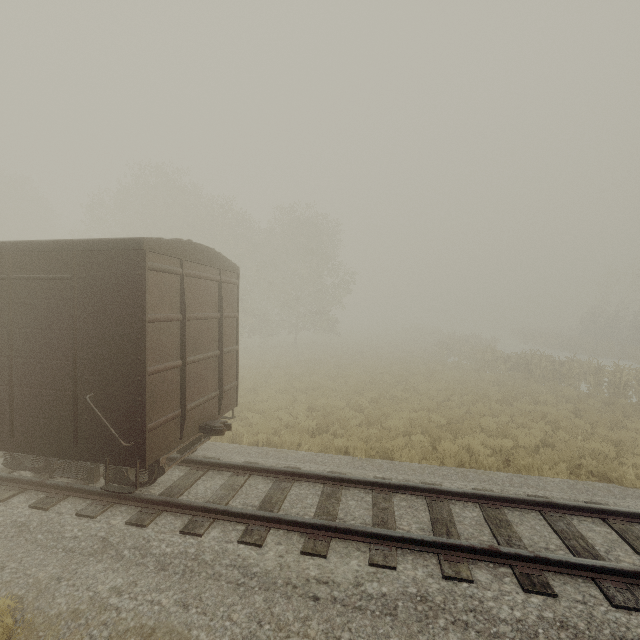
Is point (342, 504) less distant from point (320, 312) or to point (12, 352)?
point (12, 352)
